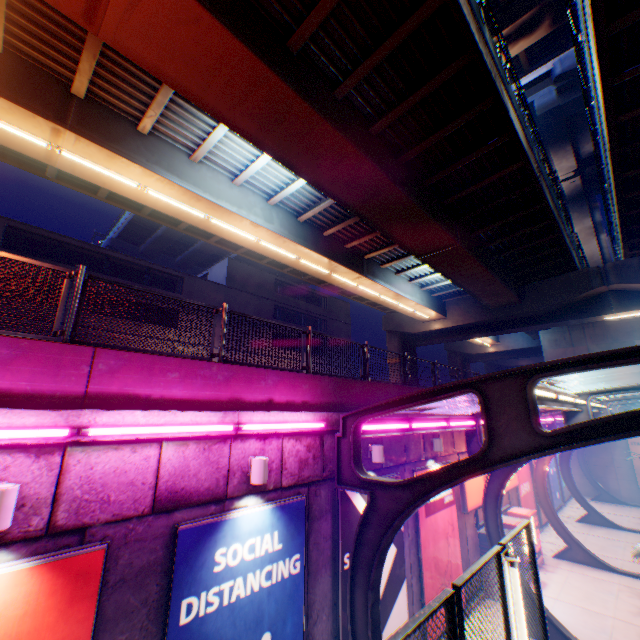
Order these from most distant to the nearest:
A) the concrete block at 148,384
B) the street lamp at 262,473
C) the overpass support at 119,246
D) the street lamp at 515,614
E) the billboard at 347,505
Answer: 1. the overpass support at 119,246
2. the billboard at 347,505
3. the street lamp at 262,473
4. the concrete block at 148,384
5. the street lamp at 515,614

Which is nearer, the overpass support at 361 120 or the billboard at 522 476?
the overpass support at 361 120

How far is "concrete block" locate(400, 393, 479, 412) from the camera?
11.04m

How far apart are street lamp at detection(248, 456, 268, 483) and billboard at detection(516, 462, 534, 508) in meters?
16.1 m

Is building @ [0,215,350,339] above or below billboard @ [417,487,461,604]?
above

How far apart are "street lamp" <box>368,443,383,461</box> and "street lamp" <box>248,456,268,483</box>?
3.4m

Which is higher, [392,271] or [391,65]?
[391,65]

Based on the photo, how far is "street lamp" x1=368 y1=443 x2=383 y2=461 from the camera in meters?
8.1
